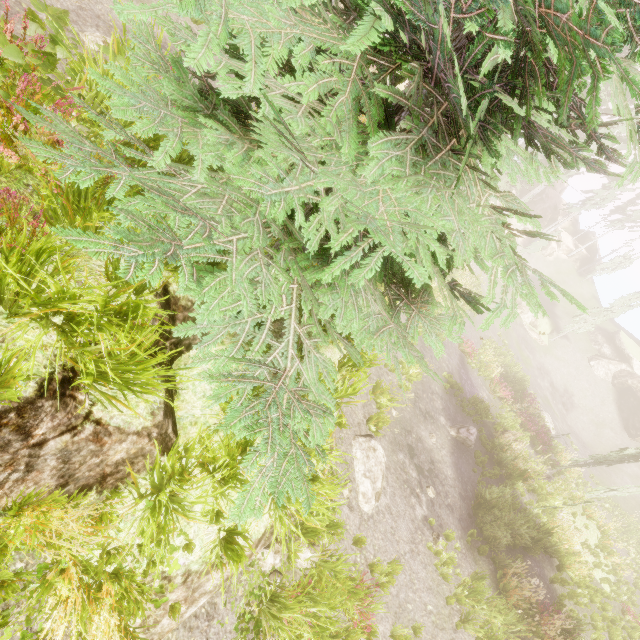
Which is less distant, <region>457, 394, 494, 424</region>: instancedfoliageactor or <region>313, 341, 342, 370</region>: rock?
<region>313, 341, 342, 370</region>: rock

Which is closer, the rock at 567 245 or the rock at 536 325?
the rock at 536 325

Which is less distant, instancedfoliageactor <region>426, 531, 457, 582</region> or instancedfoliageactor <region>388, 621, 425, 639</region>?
instancedfoliageactor <region>388, 621, 425, 639</region>

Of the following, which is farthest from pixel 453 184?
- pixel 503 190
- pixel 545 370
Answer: pixel 545 370

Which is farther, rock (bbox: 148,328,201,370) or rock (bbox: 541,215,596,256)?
rock (bbox: 541,215,596,256)

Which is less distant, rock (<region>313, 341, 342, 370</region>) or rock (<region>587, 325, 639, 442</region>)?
rock (<region>313, 341, 342, 370</region>)

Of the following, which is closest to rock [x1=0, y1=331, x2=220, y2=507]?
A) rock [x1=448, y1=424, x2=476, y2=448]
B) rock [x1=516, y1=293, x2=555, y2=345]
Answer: rock [x1=448, y1=424, x2=476, y2=448]

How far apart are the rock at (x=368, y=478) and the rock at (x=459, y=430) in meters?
6.5
